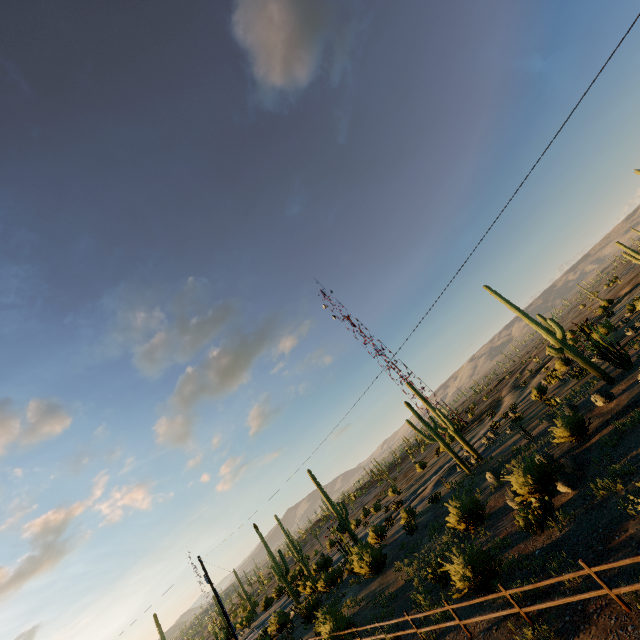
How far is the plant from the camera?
29.1 meters

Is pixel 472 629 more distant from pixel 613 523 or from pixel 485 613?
pixel 613 523

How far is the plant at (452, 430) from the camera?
29.1m
